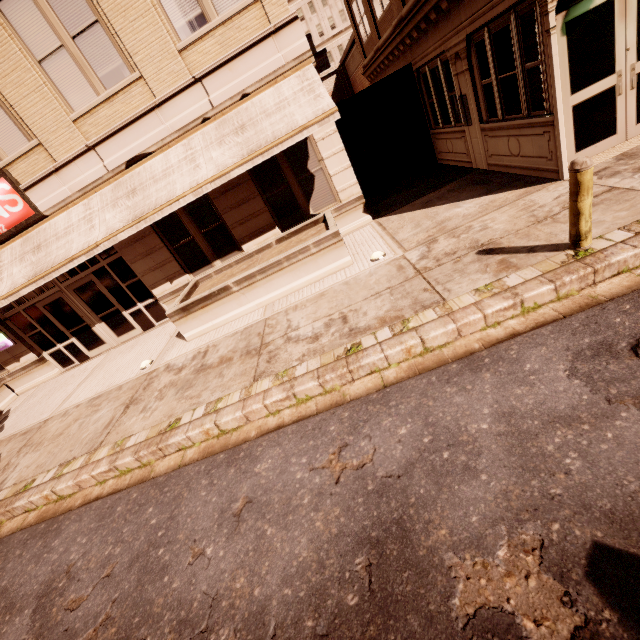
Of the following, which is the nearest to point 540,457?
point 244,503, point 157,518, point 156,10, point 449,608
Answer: point 449,608

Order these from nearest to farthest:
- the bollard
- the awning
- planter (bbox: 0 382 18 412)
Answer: the bollard, the awning, planter (bbox: 0 382 18 412)

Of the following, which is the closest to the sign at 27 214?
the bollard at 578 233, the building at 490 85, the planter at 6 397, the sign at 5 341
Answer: the building at 490 85

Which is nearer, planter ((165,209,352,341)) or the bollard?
the bollard

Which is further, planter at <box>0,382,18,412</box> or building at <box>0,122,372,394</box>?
planter at <box>0,382,18,412</box>

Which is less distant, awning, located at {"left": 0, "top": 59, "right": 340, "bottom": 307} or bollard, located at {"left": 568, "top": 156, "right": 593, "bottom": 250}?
bollard, located at {"left": 568, "top": 156, "right": 593, "bottom": 250}

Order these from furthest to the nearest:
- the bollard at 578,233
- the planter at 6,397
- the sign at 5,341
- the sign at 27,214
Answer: the planter at 6,397 < the sign at 5,341 < the sign at 27,214 < the bollard at 578,233

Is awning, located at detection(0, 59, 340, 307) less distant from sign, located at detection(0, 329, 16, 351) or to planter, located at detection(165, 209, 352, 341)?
sign, located at detection(0, 329, 16, 351)
